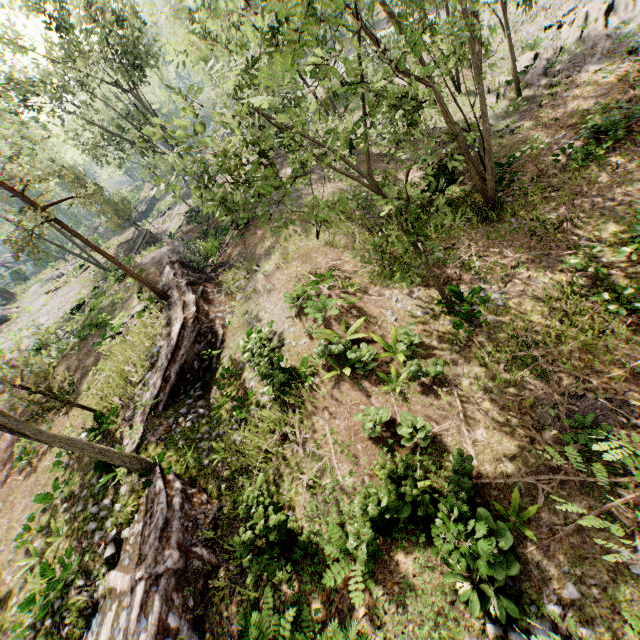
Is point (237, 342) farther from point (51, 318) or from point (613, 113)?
point (51, 318)

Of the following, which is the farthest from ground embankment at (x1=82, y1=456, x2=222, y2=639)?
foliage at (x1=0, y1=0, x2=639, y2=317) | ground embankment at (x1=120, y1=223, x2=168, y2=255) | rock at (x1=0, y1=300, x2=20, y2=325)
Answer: ground embankment at (x1=120, y1=223, x2=168, y2=255)

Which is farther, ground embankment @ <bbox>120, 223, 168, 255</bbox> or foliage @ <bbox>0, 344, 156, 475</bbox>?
ground embankment @ <bbox>120, 223, 168, 255</bbox>

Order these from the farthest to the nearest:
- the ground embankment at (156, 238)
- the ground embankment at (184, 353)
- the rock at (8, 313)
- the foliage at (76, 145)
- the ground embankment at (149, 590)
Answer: the rock at (8, 313) < the ground embankment at (156, 238) < the ground embankment at (184, 353) < the ground embankment at (149, 590) < the foliage at (76, 145)

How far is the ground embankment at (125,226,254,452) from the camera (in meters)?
14.20

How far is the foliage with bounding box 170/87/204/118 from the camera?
6.8m

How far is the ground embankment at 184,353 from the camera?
14.2m

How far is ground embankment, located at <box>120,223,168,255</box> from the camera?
33.84m
